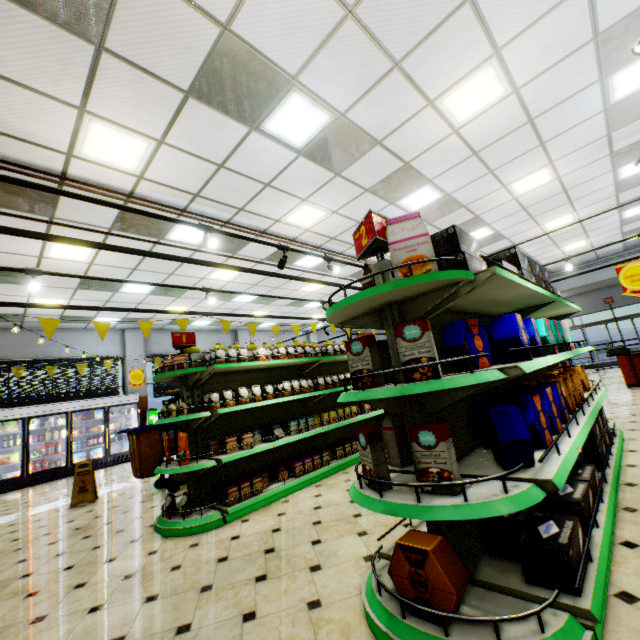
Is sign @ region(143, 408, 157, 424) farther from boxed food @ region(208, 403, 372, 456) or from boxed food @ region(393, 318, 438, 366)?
boxed food @ region(393, 318, 438, 366)

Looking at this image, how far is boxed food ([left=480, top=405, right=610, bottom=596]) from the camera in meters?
1.7

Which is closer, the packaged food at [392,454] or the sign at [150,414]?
the packaged food at [392,454]

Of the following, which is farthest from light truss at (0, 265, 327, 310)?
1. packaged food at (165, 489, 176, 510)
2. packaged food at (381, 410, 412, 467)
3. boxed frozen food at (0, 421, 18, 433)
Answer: boxed frozen food at (0, 421, 18, 433)

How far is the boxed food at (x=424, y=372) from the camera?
1.8 meters

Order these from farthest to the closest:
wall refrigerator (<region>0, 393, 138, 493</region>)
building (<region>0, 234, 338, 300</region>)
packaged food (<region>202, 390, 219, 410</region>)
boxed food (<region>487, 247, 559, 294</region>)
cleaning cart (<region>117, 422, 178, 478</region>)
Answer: wall refrigerator (<region>0, 393, 138, 493</region>), building (<region>0, 234, 338, 300</region>), cleaning cart (<region>117, 422, 178, 478</region>), packaged food (<region>202, 390, 219, 410</region>), boxed food (<region>487, 247, 559, 294</region>)

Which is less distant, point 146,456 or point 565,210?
point 146,456

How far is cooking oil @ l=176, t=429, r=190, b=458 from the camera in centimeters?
404cm
